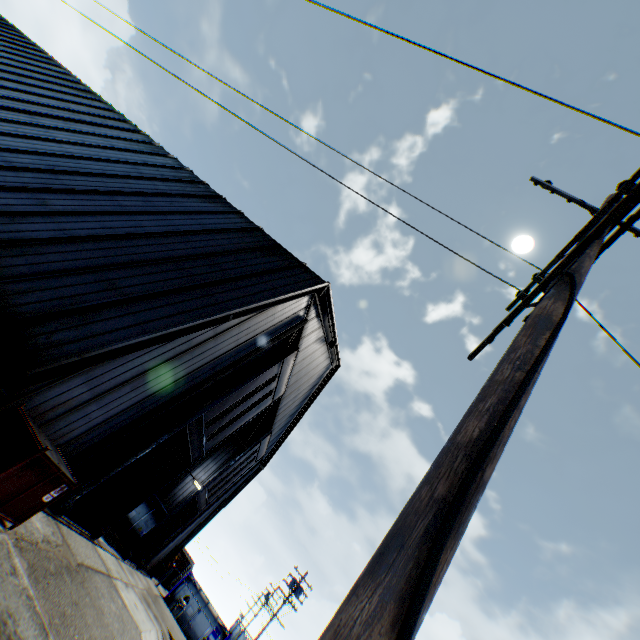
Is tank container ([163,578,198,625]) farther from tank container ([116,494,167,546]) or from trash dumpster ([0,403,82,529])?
trash dumpster ([0,403,82,529])

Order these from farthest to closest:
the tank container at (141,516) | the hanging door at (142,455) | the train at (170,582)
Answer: the train at (170,582) < the tank container at (141,516) < the hanging door at (142,455)

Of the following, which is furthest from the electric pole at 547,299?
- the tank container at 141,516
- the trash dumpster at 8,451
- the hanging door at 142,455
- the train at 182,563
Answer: the train at 182,563

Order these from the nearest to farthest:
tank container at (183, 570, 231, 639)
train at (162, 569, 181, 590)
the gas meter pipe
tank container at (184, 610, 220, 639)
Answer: the gas meter pipe → tank container at (184, 610, 220, 639) → tank container at (183, 570, 231, 639) → train at (162, 569, 181, 590)

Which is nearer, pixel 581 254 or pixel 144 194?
pixel 581 254

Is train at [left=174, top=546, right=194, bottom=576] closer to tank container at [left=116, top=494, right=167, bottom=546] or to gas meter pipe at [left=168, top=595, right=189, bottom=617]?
gas meter pipe at [left=168, top=595, right=189, bottom=617]

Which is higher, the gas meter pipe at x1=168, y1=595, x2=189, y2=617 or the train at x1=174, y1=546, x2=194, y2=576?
the train at x1=174, y1=546, x2=194, y2=576

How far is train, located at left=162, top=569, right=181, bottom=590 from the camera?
39.4 meters
